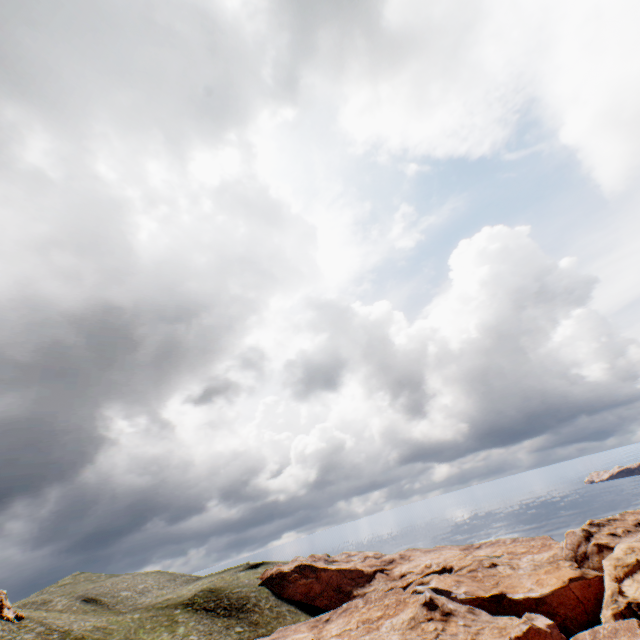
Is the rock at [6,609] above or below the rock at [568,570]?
above

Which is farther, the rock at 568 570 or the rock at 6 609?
the rock at 6 609

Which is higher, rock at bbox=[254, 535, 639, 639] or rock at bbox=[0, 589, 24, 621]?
rock at bbox=[0, 589, 24, 621]

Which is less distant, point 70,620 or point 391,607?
point 391,607

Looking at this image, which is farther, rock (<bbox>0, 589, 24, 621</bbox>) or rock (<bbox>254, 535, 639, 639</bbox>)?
rock (<bbox>0, 589, 24, 621</bbox>)
